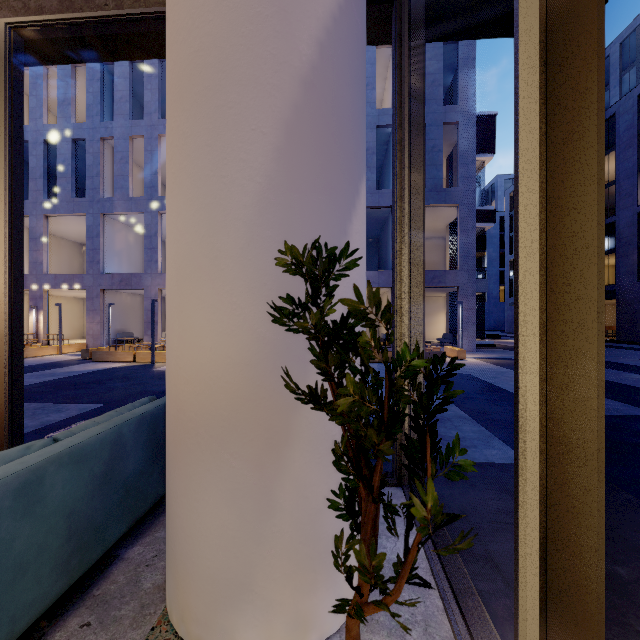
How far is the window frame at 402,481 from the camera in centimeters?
282cm

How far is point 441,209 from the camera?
20.31m

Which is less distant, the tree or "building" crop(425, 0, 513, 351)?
the tree

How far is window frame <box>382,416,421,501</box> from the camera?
2.8m

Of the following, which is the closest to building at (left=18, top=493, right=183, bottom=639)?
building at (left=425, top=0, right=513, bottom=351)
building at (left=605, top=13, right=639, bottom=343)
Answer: building at (left=425, top=0, right=513, bottom=351)

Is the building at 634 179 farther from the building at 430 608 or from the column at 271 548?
the column at 271 548

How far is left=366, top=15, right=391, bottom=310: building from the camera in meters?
3.5 m

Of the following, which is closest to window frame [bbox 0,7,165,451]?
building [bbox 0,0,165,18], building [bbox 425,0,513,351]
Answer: building [bbox 0,0,165,18]
